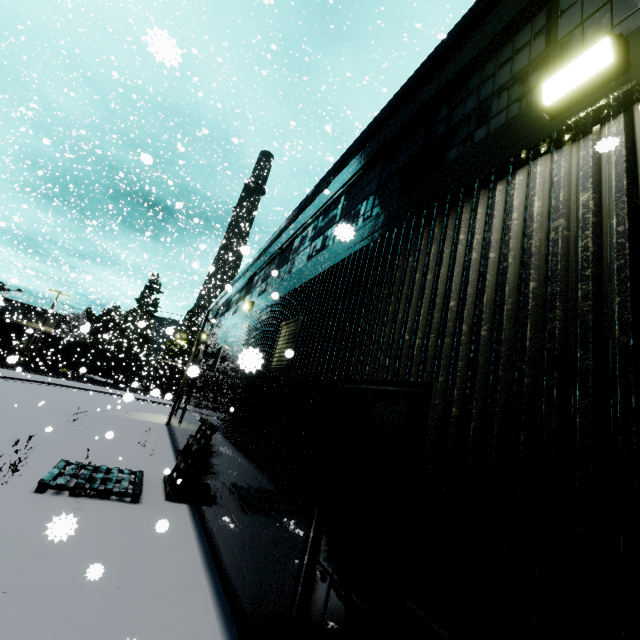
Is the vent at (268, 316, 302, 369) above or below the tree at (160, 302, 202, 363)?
below

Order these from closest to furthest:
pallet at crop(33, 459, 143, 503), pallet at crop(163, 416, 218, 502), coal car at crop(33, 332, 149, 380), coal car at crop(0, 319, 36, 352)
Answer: pallet at crop(33, 459, 143, 503), pallet at crop(163, 416, 218, 502), coal car at crop(0, 319, 36, 352), coal car at crop(33, 332, 149, 380)

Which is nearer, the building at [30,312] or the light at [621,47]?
the light at [621,47]

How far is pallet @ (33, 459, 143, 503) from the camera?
6.63m

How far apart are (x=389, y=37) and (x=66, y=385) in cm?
4061

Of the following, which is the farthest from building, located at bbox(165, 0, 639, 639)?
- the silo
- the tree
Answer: the tree

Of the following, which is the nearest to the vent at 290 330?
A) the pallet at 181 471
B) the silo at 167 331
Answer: the pallet at 181 471

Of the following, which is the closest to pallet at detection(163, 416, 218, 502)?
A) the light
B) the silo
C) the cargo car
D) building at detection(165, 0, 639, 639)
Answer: building at detection(165, 0, 639, 639)
